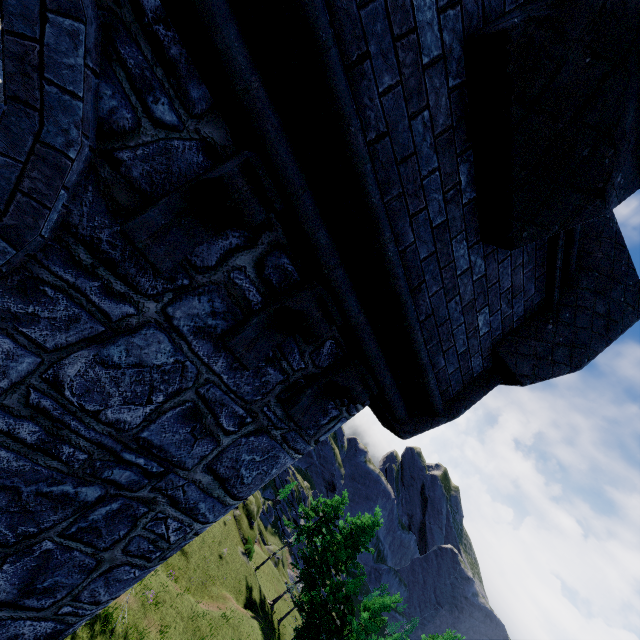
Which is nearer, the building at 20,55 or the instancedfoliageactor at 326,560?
the building at 20,55

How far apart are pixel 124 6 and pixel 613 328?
4.9 meters

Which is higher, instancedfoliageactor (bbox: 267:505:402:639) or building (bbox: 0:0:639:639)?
building (bbox: 0:0:639:639)

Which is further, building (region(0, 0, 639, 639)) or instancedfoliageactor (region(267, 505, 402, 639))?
instancedfoliageactor (region(267, 505, 402, 639))

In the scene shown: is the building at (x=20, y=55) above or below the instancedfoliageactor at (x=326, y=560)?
above
